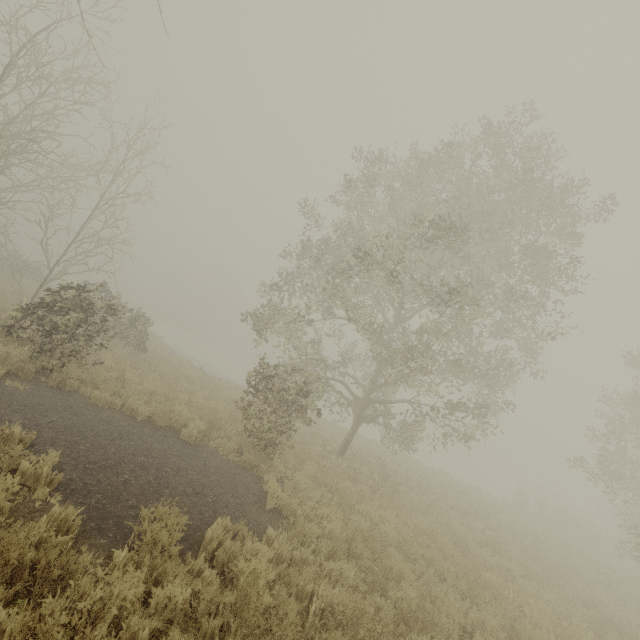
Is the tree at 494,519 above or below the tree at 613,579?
above

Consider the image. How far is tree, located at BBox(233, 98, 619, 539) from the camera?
10.1 meters

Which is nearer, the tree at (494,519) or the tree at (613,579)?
the tree at (494,519)

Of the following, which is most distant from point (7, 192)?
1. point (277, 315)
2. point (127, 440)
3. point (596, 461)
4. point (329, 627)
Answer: point (596, 461)

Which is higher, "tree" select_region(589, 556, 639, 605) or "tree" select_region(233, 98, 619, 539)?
"tree" select_region(233, 98, 619, 539)

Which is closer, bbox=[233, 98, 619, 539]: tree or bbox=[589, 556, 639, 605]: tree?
bbox=[233, 98, 619, 539]: tree
